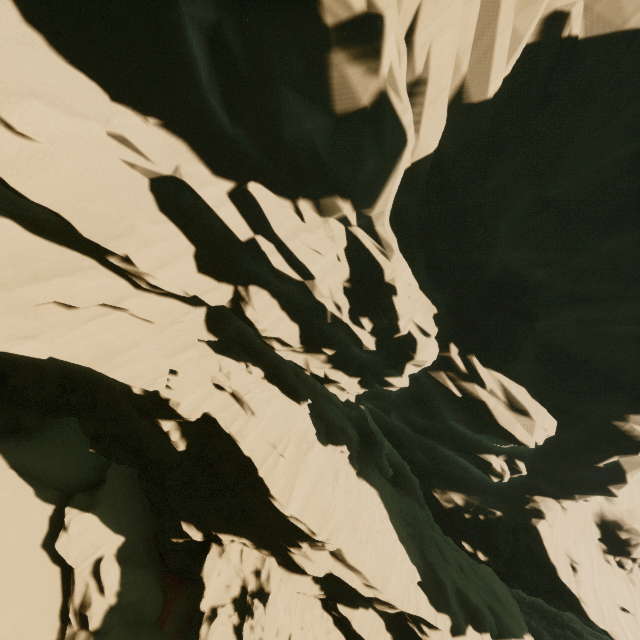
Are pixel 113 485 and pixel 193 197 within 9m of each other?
no
